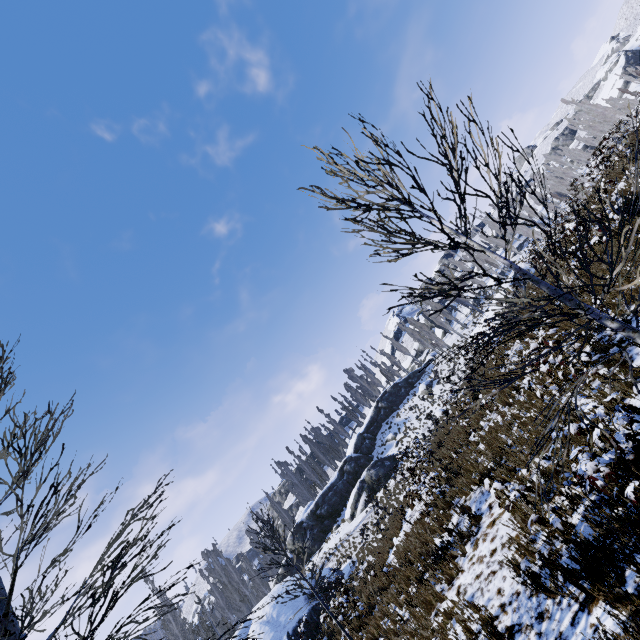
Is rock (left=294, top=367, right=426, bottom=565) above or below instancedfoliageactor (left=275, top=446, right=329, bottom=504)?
below

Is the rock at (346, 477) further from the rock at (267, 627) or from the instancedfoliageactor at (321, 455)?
the rock at (267, 627)

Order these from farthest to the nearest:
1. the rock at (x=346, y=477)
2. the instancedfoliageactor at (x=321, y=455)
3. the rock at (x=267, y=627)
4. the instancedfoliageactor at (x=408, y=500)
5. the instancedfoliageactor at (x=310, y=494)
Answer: the instancedfoliageactor at (x=321, y=455) < the instancedfoliageactor at (x=310, y=494) < the rock at (x=346, y=477) < the rock at (x=267, y=627) < the instancedfoliageactor at (x=408, y=500)

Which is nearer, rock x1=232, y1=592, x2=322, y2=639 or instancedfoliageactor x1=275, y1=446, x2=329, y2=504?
rock x1=232, y1=592, x2=322, y2=639

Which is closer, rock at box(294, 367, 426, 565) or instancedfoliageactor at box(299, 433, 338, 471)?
rock at box(294, 367, 426, 565)

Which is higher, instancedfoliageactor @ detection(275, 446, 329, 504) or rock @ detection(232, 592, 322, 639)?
instancedfoliageactor @ detection(275, 446, 329, 504)

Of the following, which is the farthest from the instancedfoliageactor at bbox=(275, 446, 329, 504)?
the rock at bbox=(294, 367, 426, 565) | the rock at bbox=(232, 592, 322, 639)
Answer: the rock at bbox=(232, 592, 322, 639)

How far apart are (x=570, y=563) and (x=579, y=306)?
5.14m
